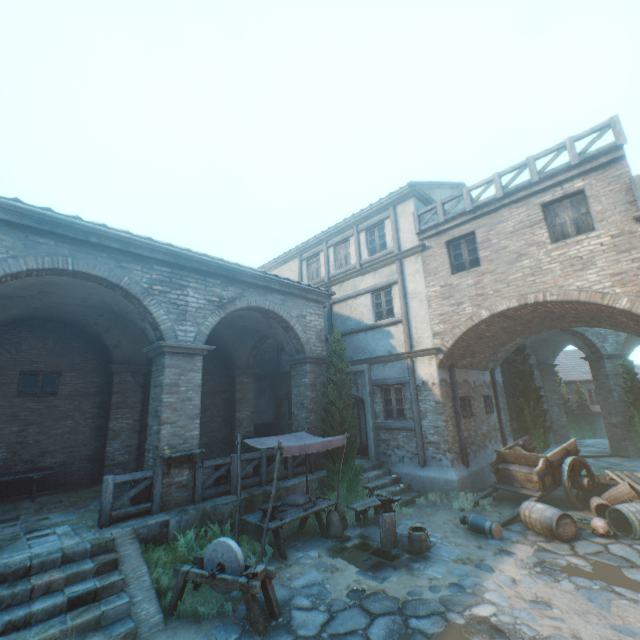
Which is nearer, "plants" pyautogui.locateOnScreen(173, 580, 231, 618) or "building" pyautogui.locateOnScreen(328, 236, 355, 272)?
"plants" pyautogui.locateOnScreen(173, 580, 231, 618)

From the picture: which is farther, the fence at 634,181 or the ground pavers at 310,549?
the fence at 634,181

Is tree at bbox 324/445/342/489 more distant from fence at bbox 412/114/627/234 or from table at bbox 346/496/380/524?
fence at bbox 412/114/627/234

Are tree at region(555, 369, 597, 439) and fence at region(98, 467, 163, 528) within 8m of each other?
no

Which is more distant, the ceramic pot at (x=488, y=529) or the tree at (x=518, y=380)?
the tree at (x=518, y=380)

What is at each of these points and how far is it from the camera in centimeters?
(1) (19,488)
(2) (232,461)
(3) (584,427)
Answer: (1) building, 978cm
(2) fence, 889cm
(3) tree, 2502cm

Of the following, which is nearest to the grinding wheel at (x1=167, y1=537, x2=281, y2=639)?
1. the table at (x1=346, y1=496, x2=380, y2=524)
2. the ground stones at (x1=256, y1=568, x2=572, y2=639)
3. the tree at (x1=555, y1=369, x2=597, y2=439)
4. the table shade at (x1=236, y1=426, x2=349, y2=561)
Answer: the ground stones at (x1=256, y1=568, x2=572, y2=639)

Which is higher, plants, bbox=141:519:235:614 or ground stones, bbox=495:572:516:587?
plants, bbox=141:519:235:614
